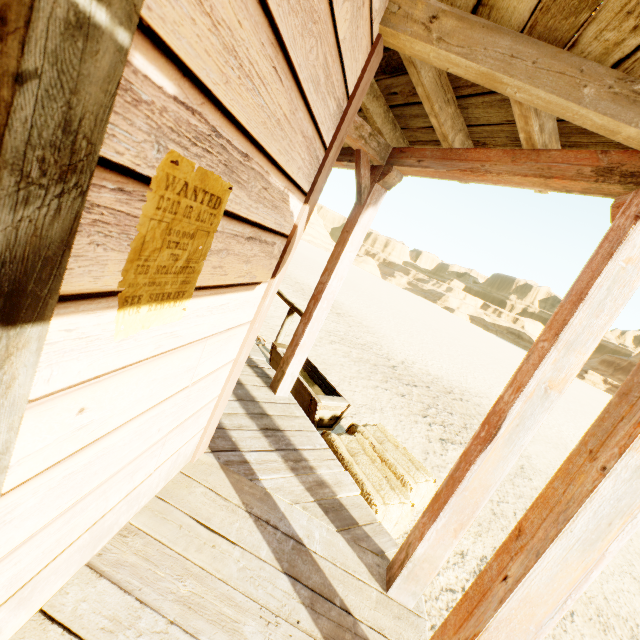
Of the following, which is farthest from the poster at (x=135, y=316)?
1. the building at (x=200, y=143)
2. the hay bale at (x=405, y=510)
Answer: the hay bale at (x=405, y=510)

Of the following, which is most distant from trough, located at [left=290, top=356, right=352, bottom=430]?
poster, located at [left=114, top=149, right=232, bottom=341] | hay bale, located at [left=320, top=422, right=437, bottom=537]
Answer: poster, located at [left=114, top=149, right=232, bottom=341]

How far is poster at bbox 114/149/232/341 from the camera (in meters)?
0.79

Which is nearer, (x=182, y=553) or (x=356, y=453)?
(x=182, y=553)

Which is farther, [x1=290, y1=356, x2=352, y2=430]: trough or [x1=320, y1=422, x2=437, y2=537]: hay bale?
[x1=290, y1=356, x2=352, y2=430]: trough

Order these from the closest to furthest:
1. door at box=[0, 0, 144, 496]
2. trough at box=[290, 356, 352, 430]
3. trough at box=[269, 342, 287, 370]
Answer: door at box=[0, 0, 144, 496] → trough at box=[290, 356, 352, 430] → trough at box=[269, 342, 287, 370]

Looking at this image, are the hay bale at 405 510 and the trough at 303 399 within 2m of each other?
yes

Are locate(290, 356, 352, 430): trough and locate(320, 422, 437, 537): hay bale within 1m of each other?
yes
